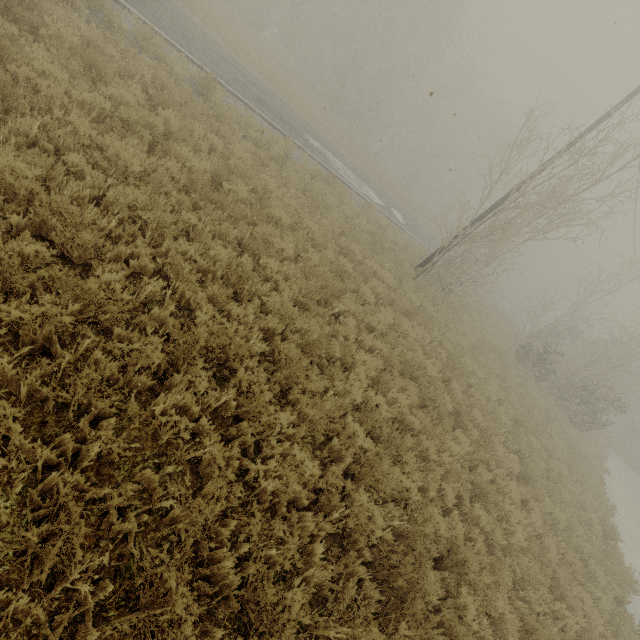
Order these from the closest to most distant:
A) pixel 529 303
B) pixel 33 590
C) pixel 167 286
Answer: pixel 33 590, pixel 167 286, pixel 529 303
